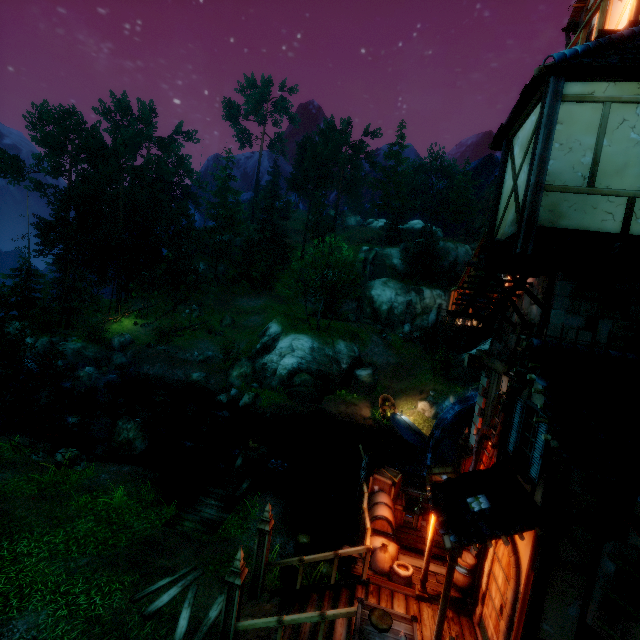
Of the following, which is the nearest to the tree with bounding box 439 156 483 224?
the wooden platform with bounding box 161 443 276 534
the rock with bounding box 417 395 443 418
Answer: the wooden platform with bounding box 161 443 276 534

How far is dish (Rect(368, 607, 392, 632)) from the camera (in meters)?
5.38

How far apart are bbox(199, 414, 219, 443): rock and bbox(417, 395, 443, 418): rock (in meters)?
15.32

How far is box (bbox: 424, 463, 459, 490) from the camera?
11.8m

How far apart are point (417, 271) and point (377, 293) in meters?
6.7

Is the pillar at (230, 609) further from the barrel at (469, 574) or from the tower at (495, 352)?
the tower at (495, 352)

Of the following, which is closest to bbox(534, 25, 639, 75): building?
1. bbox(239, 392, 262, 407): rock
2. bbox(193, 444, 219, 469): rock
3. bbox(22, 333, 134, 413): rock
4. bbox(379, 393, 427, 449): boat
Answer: bbox(379, 393, 427, 449): boat

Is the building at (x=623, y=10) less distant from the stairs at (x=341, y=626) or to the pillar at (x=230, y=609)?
the stairs at (x=341, y=626)
